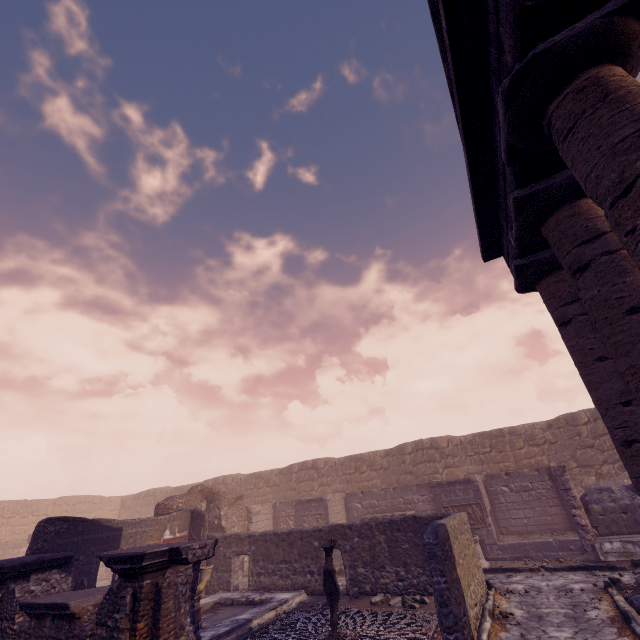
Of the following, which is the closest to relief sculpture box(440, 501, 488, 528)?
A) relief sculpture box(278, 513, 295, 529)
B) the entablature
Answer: relief sculpture box(278, 513, 295, 529)

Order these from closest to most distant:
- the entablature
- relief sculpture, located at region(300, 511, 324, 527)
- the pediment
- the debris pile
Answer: the entablature < the pediment < the debris pile < relief sculpture, located at region(300, 511, 324, 527)

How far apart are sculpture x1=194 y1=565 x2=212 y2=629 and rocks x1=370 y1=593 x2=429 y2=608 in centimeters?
501cm

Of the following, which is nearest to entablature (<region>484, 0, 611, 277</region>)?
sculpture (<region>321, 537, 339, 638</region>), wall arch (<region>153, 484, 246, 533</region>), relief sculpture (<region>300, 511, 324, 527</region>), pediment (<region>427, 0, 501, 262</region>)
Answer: pediment (<region>427, 0, 501, 262</region>)

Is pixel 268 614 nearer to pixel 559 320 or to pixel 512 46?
pixel 559 320

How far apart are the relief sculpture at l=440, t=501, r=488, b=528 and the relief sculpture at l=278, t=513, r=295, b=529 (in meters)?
7.69

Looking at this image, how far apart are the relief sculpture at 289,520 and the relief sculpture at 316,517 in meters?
1.8 m

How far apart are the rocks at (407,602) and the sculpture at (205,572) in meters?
5.0 m
